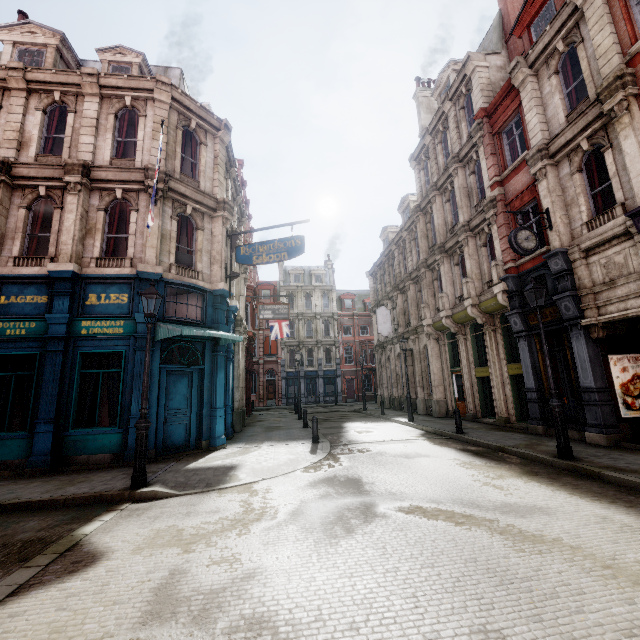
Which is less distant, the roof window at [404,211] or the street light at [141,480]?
the street light at [141,480]

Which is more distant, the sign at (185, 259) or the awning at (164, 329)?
the sign at (185, 259)

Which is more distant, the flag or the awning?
the flag

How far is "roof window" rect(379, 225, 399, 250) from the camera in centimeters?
3041cm

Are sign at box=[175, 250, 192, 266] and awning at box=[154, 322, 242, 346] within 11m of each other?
yes

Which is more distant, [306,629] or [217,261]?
[217,261]

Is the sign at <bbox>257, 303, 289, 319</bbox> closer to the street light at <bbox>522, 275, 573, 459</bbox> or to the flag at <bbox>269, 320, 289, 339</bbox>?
the flag at <bbox>269, 320, 289, 339</bbox>

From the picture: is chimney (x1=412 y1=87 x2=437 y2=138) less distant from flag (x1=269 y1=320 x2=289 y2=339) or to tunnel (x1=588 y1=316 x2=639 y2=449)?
flag (x1=269 y1=320 x2=289 y2=339)
